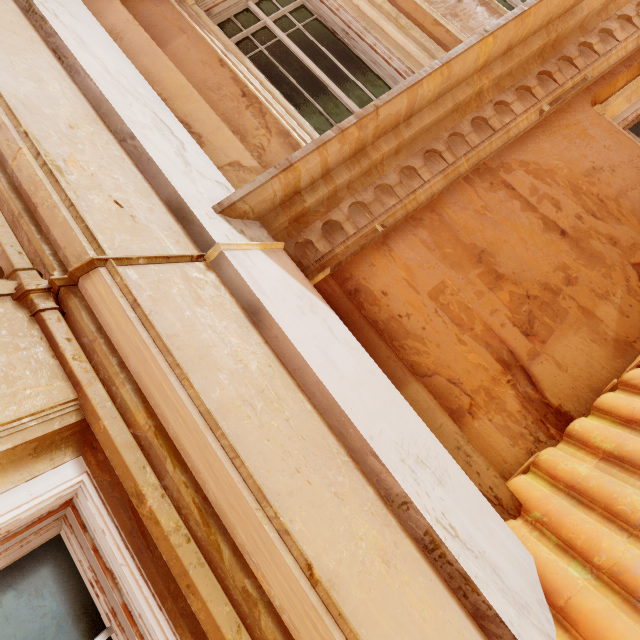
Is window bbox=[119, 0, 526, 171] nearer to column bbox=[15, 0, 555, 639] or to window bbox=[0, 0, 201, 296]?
column bbox=[15, 0, 555, 639]

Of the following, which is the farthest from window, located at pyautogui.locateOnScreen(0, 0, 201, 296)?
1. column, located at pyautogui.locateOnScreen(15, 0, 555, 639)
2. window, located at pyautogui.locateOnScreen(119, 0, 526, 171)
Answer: window, located at pyautogui.locateOnScreen(119, 0, 526, 171)

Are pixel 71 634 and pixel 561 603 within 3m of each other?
yes

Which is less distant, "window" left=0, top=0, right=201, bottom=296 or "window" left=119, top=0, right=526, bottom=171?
"window" left=0, top=0, right=201, bottom=296

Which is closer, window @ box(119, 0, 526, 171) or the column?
the column

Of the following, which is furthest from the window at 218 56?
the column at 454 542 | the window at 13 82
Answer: the window at 13 82

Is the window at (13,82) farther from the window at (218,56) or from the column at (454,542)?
the window at (218,56)
